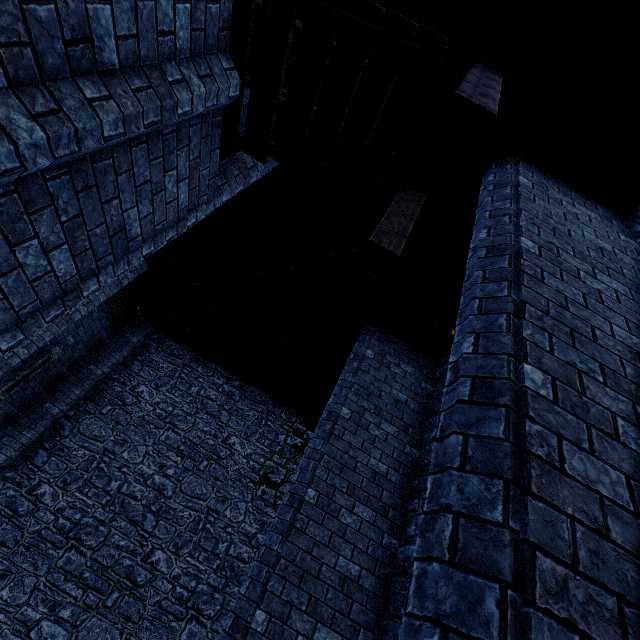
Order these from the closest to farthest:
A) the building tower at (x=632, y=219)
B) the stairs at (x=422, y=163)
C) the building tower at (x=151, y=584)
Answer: the stairs at (x=422, y=163), the building tower at (x=632, y=219), the building tower at (x=151, y=584)

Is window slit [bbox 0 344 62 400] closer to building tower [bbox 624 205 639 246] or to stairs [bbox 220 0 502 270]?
building tower [bbox 624 205 639 246]

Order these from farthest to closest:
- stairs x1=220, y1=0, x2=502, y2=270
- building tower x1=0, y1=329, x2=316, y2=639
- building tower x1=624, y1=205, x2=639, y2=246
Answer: building tower x1=0, y1=329, x2=316, y2=639
building tower x1=624, y1=205, x2=639, y2=246
stairs x1=220, y1=0, x2=502, y2=270

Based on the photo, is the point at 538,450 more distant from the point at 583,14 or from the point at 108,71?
the point at 583,14

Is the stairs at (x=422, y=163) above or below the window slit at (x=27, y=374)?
above

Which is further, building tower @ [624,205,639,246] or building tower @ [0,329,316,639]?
building tower @ [0,329,316,639]
